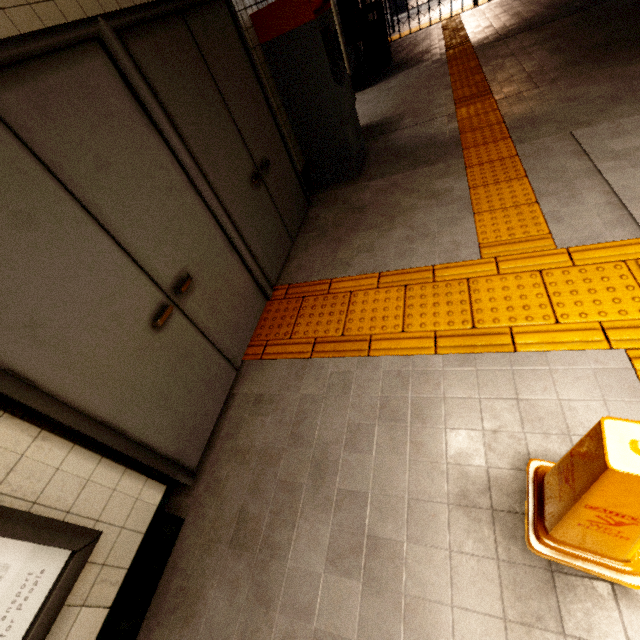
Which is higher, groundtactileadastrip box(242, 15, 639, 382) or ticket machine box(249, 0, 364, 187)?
ticket machine box(249, 0, 364, 187)

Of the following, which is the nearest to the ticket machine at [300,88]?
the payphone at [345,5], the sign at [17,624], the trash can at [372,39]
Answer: the payphone at [345,5]

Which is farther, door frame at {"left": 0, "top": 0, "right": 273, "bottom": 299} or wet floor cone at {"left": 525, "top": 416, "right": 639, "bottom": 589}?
door frame at {"left": 0, "top": 0, "right": 273, "bottom": 299}

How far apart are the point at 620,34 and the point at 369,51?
5.07m

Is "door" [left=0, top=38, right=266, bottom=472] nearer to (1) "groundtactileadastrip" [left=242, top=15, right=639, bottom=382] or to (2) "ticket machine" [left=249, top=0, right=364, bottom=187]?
(1) "groundtactileadastrip" [left=242, top=15, right=639, bottom=382]

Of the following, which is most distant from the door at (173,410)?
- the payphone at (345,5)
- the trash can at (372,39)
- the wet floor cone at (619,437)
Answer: the trash can at (372,39)

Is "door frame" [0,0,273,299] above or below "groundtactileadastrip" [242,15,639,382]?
above

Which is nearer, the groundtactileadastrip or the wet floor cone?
the wet floor cone
